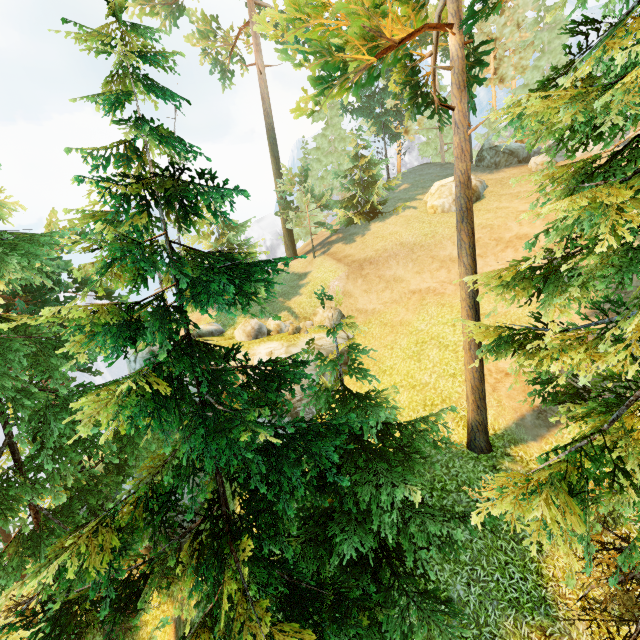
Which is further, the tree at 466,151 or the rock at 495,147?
the rock at 495,147

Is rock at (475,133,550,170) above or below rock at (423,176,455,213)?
above

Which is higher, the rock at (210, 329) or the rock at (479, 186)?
the rock at (479, 186)

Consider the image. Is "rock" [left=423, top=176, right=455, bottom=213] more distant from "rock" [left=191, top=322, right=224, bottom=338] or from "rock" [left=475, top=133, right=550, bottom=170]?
"rock" [left=191, top=322, right=224, bottom=338]

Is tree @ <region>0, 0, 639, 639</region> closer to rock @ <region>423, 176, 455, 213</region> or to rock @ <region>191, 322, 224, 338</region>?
rock @ <region>191, 322, 224, 338</region>

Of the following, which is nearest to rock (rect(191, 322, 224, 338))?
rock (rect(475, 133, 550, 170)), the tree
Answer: the tree

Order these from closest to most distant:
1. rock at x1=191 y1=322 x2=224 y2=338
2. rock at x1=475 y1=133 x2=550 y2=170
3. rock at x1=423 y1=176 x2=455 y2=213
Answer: rock at x1=191 y1=322 x2=224 y2=338
rock at x1=423 y1=176 x2=455 y2=213
rock at x1=475 y1=133 x2=550 y2=170

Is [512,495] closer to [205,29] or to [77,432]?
[77,432]
